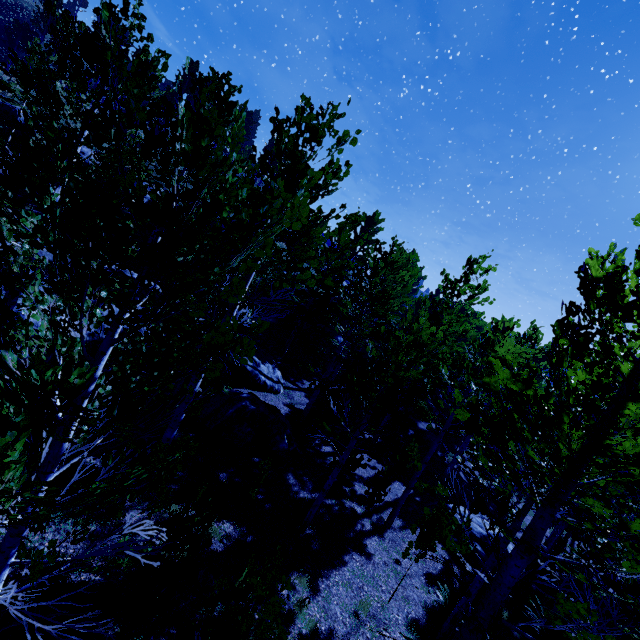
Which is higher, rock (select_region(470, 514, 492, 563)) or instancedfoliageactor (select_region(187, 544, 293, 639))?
instancedfoliageactor (select_region(187, 544, 293, 639))

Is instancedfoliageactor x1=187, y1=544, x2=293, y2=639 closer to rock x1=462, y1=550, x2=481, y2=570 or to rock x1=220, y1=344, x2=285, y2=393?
rock x1=462, y1=550, x2=481, y2=570

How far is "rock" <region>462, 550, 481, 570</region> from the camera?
11.43m

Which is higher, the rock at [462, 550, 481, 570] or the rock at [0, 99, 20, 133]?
the rock at [0, 99, 20, 133]

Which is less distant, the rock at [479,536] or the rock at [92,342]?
the rock at [92,342]

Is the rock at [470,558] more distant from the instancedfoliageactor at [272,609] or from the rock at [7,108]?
the rock at [7,108]

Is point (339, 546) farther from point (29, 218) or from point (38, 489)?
point (29, 218)

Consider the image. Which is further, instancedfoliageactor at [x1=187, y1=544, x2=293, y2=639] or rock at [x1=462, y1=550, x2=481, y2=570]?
rock at [x1=462, y1=550, x2=481, y2=570]
